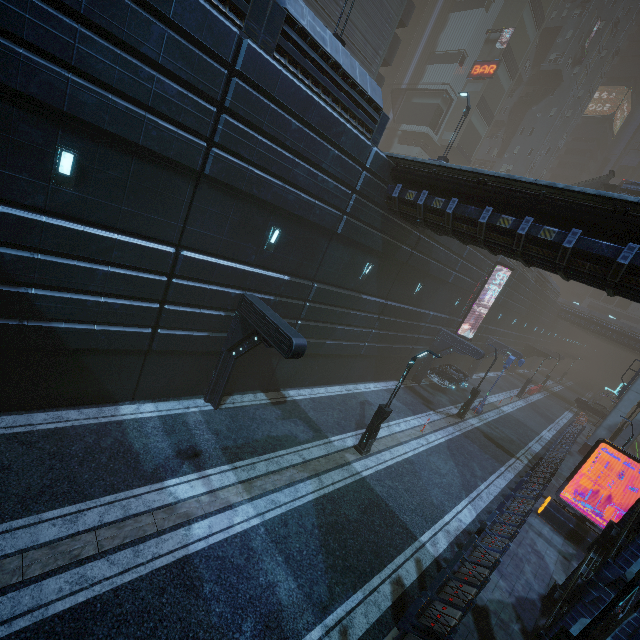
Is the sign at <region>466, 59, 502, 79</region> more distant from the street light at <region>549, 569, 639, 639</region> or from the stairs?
the street light at <region>549, 569, 639, 639</region>

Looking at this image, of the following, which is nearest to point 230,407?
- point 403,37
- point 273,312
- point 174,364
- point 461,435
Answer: point 174,364

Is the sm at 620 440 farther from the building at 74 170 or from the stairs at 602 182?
the stairs at 602 182

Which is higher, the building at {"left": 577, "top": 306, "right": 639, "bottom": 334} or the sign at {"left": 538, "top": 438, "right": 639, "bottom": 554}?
the building at {"left": 577, "top": 306, "right": 639, "bottom": 334}

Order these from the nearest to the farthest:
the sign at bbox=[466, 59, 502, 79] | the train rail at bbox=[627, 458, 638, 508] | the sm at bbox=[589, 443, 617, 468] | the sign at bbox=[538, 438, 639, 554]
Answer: the sign at bbox=[538, 438, 639, 554] < the train rail at bbox=[627, 458, 638, 508] < the sm at bbox=[589, 443, 617, 468] < the sign at bbox=[466, 59, 502, 79]

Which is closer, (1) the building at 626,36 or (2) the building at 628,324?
(1) the building at 626,36

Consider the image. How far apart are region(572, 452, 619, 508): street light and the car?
9.3m

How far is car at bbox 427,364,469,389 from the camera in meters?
25.4
